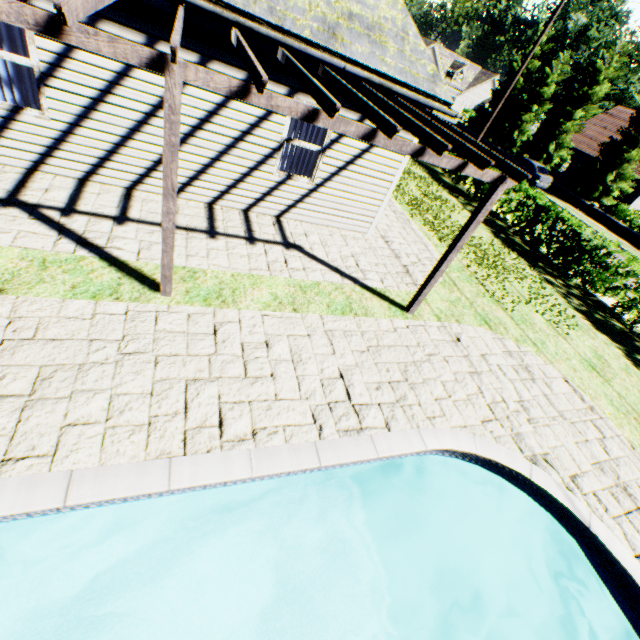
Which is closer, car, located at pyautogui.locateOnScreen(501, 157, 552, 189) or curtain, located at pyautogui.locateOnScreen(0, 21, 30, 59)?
curtain, located at pyautogui.locateOnScreen(0, 21, 30, 59)

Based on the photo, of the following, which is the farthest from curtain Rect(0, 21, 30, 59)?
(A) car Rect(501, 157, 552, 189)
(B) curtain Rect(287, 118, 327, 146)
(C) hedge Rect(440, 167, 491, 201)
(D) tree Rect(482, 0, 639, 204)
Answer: (A) car Rect(501, 157, 552, 189)

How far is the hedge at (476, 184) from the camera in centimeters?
1552cm

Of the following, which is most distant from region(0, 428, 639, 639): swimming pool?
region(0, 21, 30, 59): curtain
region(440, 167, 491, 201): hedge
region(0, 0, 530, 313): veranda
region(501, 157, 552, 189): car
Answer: region(501, 157, 552, 189): car

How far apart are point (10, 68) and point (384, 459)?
8.6 meters

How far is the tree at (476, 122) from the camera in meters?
32.1 m

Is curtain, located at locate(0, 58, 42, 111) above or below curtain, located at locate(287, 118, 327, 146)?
below

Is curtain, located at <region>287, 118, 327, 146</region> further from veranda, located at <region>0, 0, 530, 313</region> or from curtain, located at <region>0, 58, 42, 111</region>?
Answer: curtain, located at <region>0, 58, 42, 111</region>
